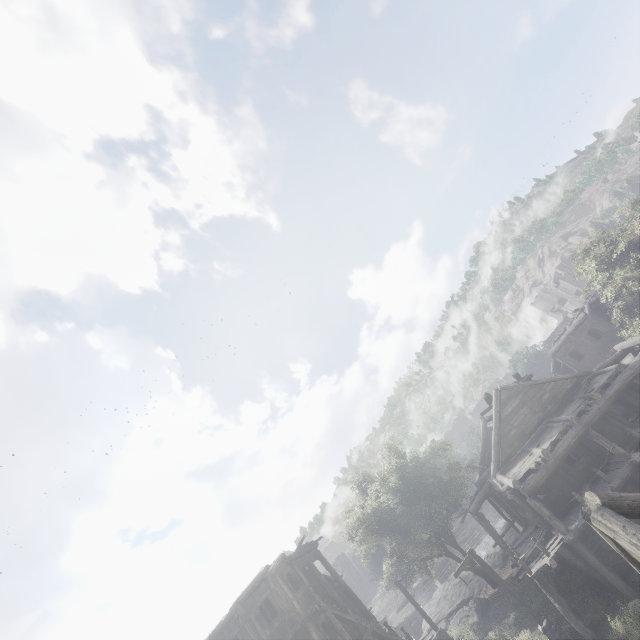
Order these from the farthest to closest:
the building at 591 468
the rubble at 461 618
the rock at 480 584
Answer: the rock at 480 584, the rubble at 461 618, the building at 591 468

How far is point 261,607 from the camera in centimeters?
1686cm

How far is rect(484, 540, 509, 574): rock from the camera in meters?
28.6

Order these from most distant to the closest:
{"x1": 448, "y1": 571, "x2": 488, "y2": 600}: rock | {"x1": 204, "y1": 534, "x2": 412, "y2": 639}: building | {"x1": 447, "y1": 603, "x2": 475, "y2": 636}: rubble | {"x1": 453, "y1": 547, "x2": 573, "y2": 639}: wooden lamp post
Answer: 1. {"x1": 448, "y1": 571, "x2": 488, "y2": 600}: rock
2. {"x1": 447, "y1": 603, "x2": 475, "y2": 636}: rubble
3. {"x1": 204, "y1": 534, "x2": 412, "y2": 639}: building
4. {"x1": 453, "y1": 547, "x2": 573, "y2": 639}: wooden lamp post

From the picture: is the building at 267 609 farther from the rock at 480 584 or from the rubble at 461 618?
the rubble at 461 618

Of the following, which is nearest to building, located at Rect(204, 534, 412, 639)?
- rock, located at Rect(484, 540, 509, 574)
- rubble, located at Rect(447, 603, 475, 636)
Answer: rock, located at Rect(484, 540, 509, 574)

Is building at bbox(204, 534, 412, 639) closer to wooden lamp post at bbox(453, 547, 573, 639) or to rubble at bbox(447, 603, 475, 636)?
wooden lamp post at bbox(453, 547, 573, 639)

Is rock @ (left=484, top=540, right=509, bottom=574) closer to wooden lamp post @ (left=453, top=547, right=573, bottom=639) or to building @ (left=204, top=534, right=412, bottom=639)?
building @ (left=204, top=534, right=412, bottom=639)
